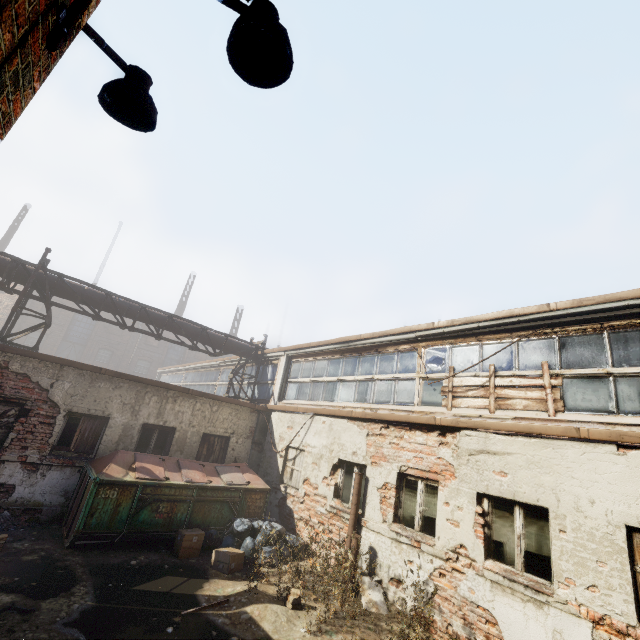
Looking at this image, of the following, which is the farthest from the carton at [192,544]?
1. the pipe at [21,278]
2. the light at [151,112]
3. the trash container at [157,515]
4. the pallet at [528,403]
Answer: the light at [151,112]

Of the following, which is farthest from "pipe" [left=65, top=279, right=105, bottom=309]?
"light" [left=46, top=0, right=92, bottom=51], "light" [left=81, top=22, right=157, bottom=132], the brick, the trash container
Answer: the brick

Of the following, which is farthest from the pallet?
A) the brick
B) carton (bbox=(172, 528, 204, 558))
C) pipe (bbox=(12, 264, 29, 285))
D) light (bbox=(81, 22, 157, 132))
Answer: light (bbox=(81, 22, 157, 132))

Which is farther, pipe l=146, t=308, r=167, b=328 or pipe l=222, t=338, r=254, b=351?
pipe l=222, t=338, r=254, b=351

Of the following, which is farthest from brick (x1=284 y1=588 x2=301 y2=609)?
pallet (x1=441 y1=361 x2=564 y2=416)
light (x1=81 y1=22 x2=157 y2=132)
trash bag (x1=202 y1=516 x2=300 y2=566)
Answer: light (x1=81 y1=22 x2=157 y2=132)

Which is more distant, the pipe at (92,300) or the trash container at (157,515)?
the pipe at (92,300)

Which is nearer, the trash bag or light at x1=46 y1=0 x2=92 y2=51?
light at x1=46 y1=0 x2=92 y2=51

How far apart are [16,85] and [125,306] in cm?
1192
